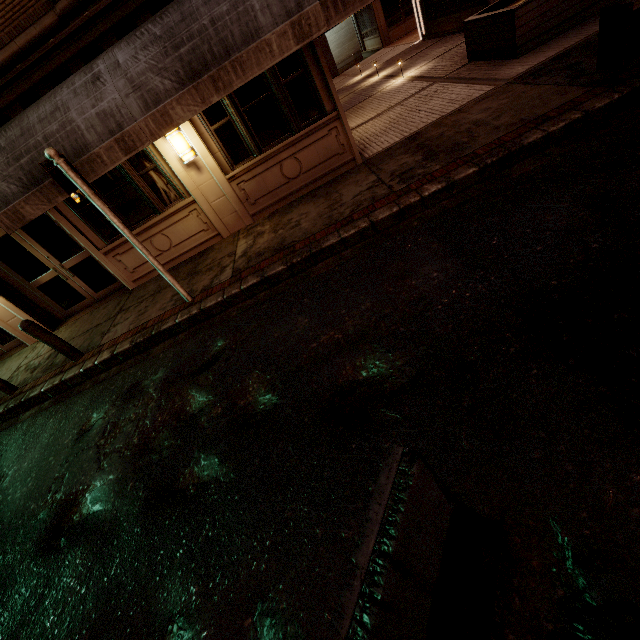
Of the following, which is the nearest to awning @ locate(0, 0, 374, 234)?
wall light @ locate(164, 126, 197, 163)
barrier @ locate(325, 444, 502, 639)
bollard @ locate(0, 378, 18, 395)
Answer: wall light @ locate(164, 126, 197, 163)

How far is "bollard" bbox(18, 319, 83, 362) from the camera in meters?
6.4

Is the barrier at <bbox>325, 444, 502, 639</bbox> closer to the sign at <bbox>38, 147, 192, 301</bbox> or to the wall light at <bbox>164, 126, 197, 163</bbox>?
the sign at <bbox>38, 147, 192, 301</bbox>

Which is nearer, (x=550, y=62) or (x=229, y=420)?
(x=229, y=420)

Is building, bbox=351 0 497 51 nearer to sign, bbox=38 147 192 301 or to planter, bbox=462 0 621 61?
planter, bbox=462 0 621 61

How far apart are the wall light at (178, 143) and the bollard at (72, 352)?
4.56m

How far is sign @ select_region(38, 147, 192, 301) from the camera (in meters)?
4.75

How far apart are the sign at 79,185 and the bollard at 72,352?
2.80m
